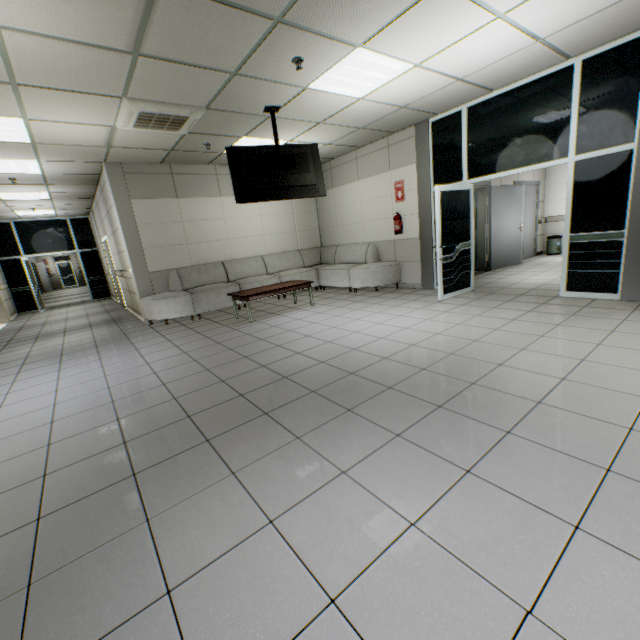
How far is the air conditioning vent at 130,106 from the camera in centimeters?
405cm

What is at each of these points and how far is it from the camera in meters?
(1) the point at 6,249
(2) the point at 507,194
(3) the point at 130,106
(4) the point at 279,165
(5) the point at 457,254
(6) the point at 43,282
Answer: (1) doorway, 11.2
(2) door, 8.0
(3) air conditioning vent, 4.0
(4) tv, 5.1
(5) doorway, 5.9
(6) door, 21.5

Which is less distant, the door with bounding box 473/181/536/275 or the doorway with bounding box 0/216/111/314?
the door with bounding box 473/181/536/275

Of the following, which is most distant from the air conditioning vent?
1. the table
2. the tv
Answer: the table

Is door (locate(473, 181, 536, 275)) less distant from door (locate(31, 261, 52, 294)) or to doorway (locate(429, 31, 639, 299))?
doorway (locate(429, 31, 639, 299))

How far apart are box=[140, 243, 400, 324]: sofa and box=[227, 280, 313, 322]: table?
0.7 meters

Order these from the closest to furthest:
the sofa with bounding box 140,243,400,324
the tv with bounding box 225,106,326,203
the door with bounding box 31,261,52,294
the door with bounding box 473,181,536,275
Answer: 1. the tv with bounding box 225,106,326,203
2. the sofa with bounding box 140,243,400,324
3. the door with bounding box 473,181,536,275
4. the door with bounding box 31,261,52,294

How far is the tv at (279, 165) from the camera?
4.9 meters
